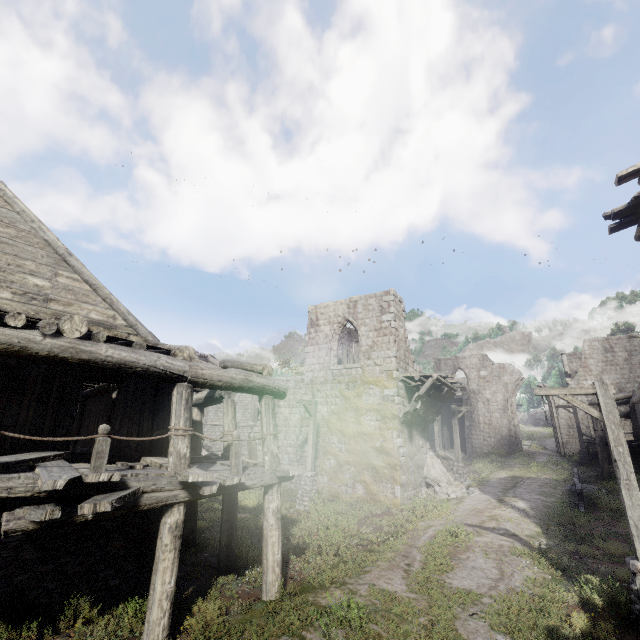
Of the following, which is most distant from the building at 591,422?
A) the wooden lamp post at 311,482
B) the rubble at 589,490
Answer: the rubble at 589,490

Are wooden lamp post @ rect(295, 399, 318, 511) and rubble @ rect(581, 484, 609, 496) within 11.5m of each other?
no

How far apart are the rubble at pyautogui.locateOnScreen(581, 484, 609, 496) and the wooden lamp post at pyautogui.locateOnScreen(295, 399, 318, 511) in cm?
1424

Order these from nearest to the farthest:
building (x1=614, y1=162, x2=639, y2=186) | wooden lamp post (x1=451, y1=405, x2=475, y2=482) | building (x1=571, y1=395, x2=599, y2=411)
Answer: building (x1=614, y1=162, x2=639, y2=186) < wooden lamp post (x1=451, y1=405, x2=475, y2=482) < building (x1=571, y1=395, x2=599, y2=411)

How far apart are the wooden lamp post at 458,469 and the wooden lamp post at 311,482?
9.48m

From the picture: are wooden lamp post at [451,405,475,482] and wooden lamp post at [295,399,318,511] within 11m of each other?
yes

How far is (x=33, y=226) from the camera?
7.8m

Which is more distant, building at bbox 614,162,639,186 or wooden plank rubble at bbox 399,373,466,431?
wooden plank rubble at bbox 399,373,466,431
